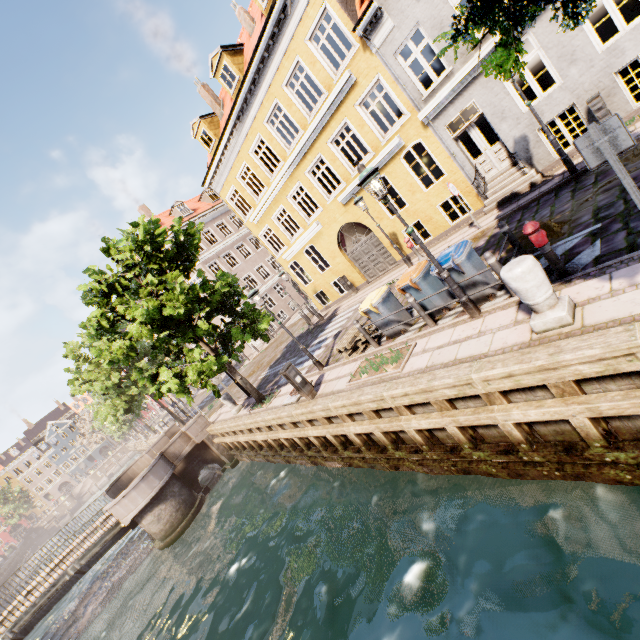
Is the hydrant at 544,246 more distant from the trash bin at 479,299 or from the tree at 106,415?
the tree at 106,415

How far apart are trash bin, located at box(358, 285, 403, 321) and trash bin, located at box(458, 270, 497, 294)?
1.6 meters

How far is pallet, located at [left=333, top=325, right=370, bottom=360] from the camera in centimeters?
984cm

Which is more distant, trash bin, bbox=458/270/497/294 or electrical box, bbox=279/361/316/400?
electrical box, bbox=279/361/316/400

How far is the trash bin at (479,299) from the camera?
6.78m

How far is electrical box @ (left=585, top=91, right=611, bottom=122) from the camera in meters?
8.9

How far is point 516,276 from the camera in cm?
452

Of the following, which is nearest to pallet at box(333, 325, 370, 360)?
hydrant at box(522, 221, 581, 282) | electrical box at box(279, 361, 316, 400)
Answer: electrical box at box(279, 361, 316, 400)
